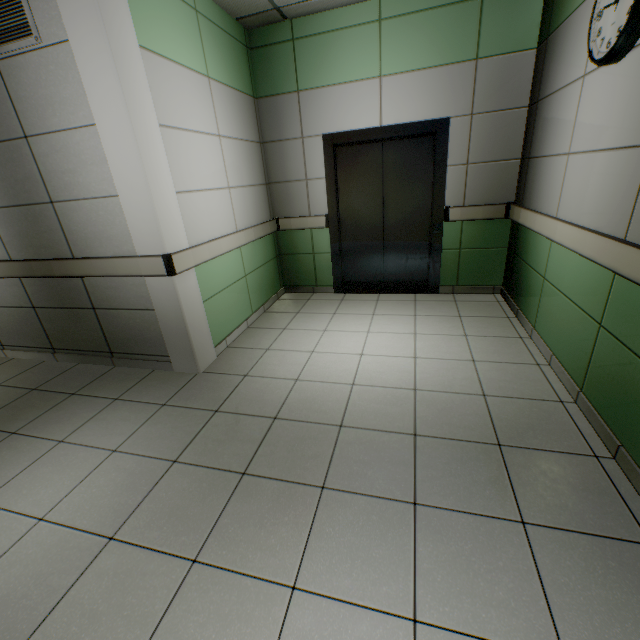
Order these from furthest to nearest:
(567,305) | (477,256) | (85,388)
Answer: (477,256) → (85,388) → (567,305)

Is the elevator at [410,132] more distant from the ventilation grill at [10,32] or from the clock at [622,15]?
the ventilation grill at [10,32]

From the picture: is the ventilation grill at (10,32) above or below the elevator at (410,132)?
above

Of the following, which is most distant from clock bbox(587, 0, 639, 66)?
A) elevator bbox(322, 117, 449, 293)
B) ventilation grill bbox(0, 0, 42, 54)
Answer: ventilation grill bbox(0, 0, 42, 54)

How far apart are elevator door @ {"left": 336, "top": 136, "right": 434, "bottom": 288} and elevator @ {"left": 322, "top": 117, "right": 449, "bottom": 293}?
0.0m

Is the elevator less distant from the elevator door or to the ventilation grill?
the elevator door

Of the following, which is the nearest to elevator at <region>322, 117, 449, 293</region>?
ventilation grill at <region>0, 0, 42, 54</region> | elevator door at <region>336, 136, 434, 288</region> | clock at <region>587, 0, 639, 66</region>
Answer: elevator door at <region>336, 136, 434, 288</region>
